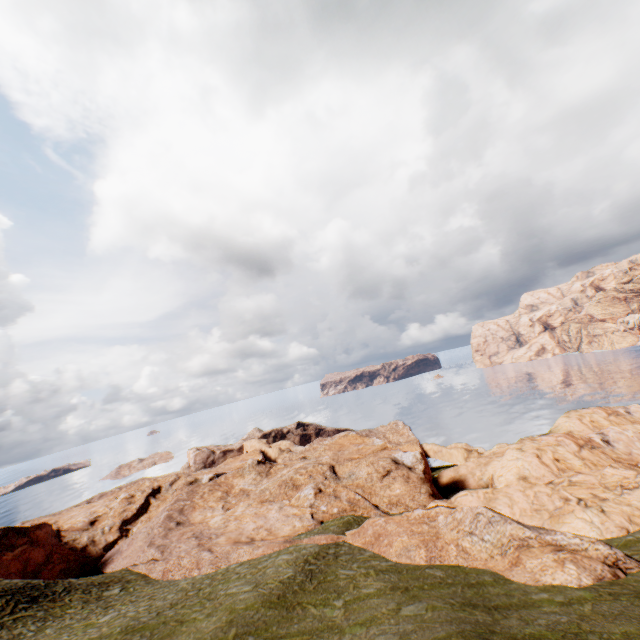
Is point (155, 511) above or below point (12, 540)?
below
